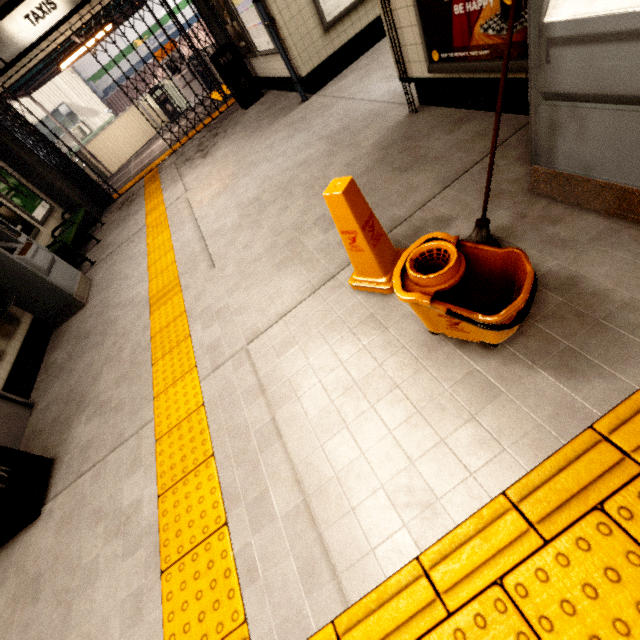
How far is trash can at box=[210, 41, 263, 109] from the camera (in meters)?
7.08

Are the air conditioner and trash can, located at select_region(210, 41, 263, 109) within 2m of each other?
no

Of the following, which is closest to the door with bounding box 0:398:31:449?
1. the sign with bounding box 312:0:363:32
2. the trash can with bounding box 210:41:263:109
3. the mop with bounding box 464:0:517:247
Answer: the mop with bounding box 464:0:517:247

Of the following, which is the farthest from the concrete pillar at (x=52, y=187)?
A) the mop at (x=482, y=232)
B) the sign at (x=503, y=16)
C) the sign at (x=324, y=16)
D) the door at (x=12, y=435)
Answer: the mop at (x=482, y=232)

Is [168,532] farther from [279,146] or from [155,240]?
[279,146]

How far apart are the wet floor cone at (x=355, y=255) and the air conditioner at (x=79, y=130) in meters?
22.5 m

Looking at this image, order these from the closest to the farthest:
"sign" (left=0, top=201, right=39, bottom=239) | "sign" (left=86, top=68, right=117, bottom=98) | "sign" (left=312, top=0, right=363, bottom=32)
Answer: "sign" (left=312, top=0, right=363, bottom=32), "sign" (left=0, top=201, right=39, bottom=239), "sign" (left=86, top=68, right=117, bottom=98)

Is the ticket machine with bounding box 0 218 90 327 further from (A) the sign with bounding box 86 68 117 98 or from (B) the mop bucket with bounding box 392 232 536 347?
(A) the sign with bounding box 86 68 117 98
